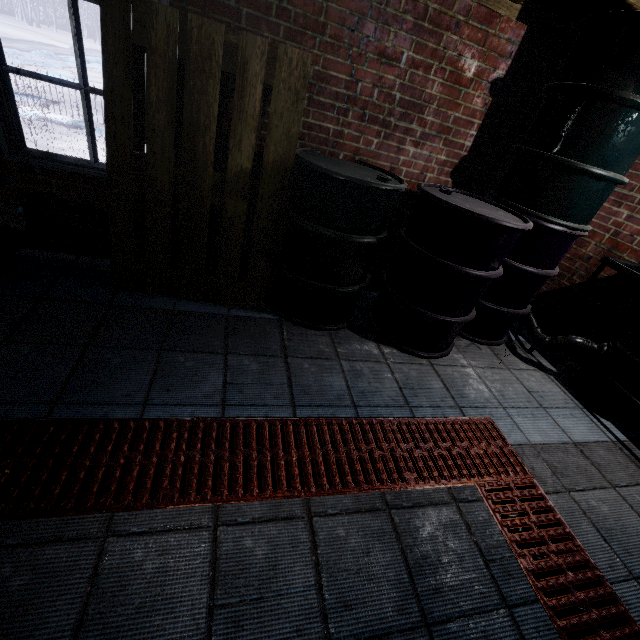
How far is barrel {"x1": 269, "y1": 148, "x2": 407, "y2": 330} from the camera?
1.8 meters

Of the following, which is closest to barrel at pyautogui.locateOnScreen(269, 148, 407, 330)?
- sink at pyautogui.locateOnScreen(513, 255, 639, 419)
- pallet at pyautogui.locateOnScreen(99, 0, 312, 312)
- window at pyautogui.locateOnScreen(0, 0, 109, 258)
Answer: pallet at pyautogui.locateOnScreen(99, 0, 312, 312)

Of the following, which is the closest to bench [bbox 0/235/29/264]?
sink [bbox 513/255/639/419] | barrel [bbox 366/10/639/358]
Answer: barrel [bbox 366/10/639/358]

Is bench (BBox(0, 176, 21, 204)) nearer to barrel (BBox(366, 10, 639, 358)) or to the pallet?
the pallet

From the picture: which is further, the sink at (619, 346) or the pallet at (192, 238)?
the sink at (619, 346)

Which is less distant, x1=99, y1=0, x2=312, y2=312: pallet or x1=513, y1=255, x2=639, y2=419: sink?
x1=99, y1=0, x2=312, y2=312: pallet

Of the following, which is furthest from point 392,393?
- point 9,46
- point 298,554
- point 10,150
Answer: point 9,46

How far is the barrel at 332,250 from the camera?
1.79m
